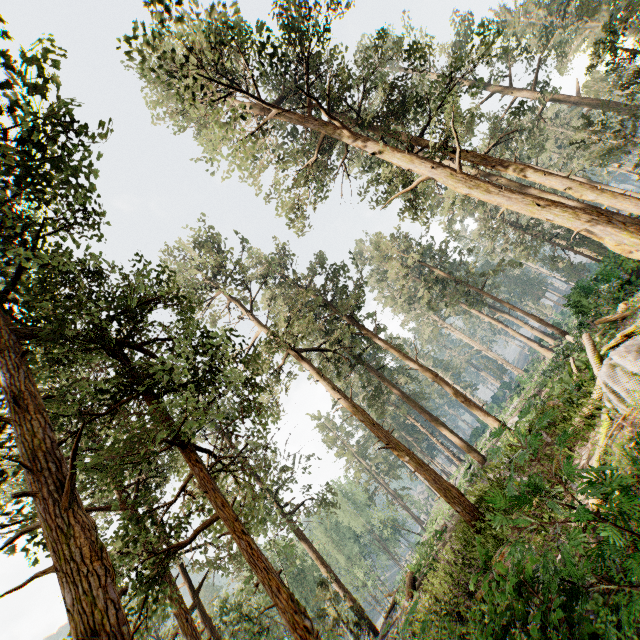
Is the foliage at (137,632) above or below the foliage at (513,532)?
above

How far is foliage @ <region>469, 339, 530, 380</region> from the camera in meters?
37.8

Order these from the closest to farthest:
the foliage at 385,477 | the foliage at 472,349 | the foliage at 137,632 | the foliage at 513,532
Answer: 1. the foliage at 513,532
2. the foliage at 137,632
3. the foliage at 385,477
4. the foliage at 472,349

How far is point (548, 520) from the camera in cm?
841

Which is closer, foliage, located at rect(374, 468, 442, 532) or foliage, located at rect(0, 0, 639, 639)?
foliage, located at rect(0, 0, 639, 639)

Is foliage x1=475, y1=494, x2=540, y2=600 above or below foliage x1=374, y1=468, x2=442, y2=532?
below

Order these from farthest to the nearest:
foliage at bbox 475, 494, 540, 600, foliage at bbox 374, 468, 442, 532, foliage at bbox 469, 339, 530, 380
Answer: foliage at bbox 469, 339, 530, 380, foliage at bbox 374, 468, 442, 532, foliage at bbox 475, 494, 540, 600
